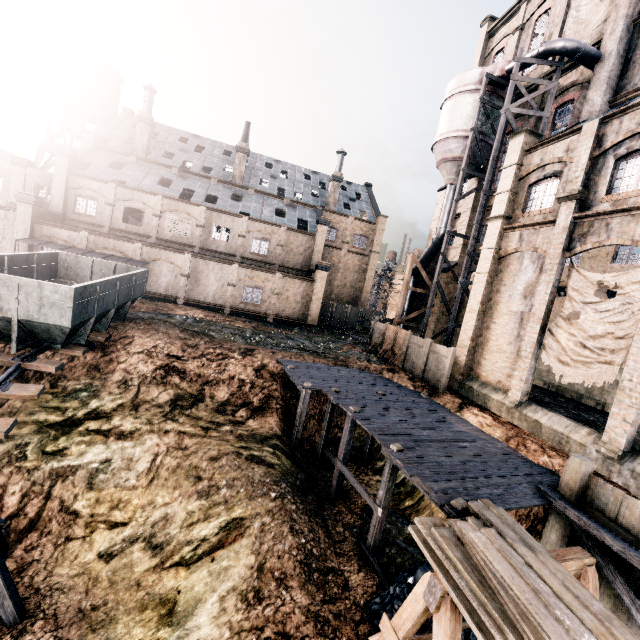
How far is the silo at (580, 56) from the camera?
20.4m

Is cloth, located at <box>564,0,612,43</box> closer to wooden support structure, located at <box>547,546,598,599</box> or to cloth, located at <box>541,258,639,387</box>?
cloth, located at <box>541,258,639,387</box>

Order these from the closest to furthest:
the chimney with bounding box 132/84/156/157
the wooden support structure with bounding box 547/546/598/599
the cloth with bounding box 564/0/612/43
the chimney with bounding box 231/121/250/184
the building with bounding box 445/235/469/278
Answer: the wooden support structure with bounding box 547/546/598/599 → the cloth with bounding box 564/0/612/43 → the building with bounding box 445/235/469/278 → the chimney with bounding box 132/84/156/157 → the chimney with bounding box 231/121/250/184

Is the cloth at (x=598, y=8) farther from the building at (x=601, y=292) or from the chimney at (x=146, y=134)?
the chimney at (x=146, y=134)

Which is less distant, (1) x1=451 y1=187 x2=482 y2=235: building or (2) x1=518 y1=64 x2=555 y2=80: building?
(2) x1=518 y1=64 x2=555 y2=80: building

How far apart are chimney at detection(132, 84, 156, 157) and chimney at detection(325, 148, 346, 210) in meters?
22.0 m

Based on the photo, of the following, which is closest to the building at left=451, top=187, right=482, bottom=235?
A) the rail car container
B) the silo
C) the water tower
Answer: the silo

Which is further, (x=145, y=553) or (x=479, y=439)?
(x=479, y=439)
